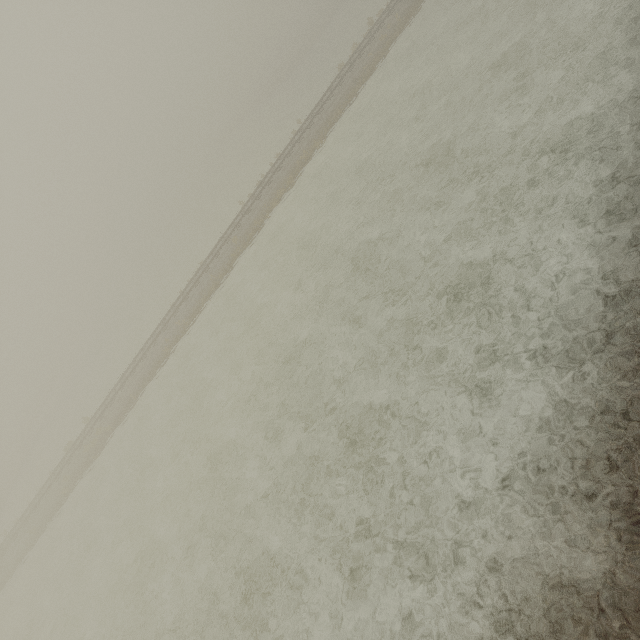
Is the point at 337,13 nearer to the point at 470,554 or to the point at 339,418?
the point at 339,418
